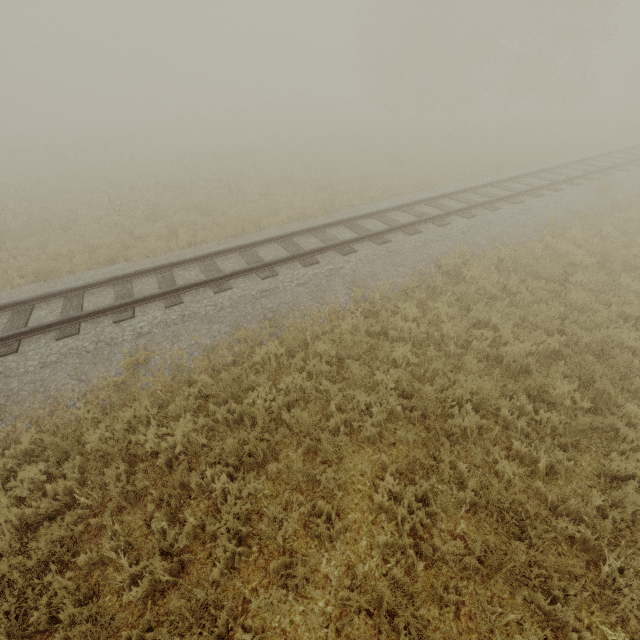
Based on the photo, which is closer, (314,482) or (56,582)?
(56,582)
